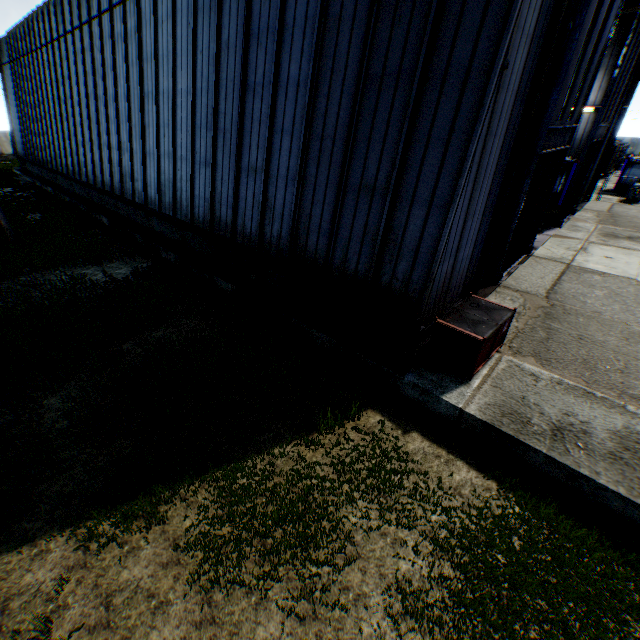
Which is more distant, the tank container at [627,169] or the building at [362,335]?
the tank container at [627,169]

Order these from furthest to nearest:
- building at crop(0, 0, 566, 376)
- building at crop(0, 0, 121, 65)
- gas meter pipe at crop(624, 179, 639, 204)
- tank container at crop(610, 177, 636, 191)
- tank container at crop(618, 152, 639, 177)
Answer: tank container at crop(610, 177, 636, 191)
tank container at crop(618, 152, 639, 177)
gas meter pipe at crop(624, 179, 639, 204)
building at crop(0, 0, 121, 65)
building at crop(0, 0, 566, 376)

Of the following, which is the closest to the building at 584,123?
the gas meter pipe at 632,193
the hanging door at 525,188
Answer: the hanging door at 525,188

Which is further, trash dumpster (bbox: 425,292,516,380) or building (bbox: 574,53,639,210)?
building (bbox: 574,53,639,210)

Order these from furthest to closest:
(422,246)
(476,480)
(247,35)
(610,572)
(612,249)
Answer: (612,249), (247,35), (422,246), (476,480), (610,572)

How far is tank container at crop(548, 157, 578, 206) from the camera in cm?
2198

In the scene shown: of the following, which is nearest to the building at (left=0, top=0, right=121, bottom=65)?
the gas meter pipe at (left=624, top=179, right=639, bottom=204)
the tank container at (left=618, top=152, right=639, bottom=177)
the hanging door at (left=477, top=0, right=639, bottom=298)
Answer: the hanging door at (left=477, top=0, right=639, bottom=298)

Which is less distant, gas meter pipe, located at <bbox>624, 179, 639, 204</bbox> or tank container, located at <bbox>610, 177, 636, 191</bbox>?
gas meter pipe, located at <bbox>624, 179, 639, 204</bbox>
